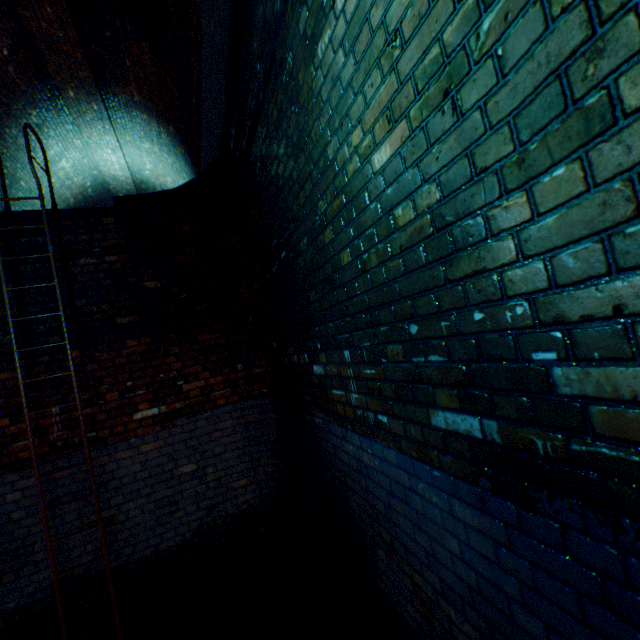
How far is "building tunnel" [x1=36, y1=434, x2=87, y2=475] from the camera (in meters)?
3.35

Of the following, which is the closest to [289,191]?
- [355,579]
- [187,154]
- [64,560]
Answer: [355,579]

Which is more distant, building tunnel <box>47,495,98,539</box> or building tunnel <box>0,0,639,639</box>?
building tunnel <box>47,495,98,539</box>

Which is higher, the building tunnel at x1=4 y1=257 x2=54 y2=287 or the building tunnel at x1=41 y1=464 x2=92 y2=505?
the building tunnel at x1=4 y1=257 x2=54 y2=287

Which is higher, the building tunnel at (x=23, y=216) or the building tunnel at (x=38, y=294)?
the building tunnel at (x=23, y=216)
